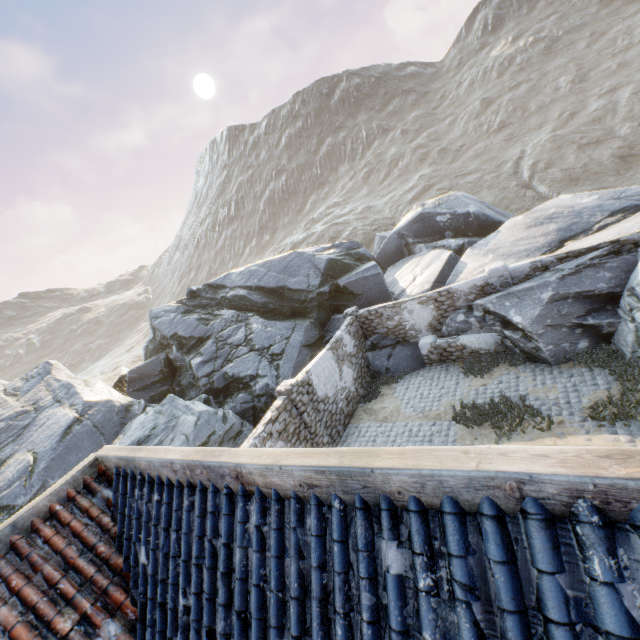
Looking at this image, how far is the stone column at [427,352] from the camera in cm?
1358

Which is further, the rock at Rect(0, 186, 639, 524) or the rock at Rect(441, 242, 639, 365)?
the rock at Rect(0, 186, 639, 524)

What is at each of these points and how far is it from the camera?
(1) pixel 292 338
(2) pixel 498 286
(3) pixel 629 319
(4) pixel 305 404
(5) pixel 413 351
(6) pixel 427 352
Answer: (1) rock, 15.5 meters
(2) stone column, 12.3 meters
(3) rock, 9.6 meters
(4) stone column, 10.8 meters
(5) rock, 14.6 meters
(6) stone column, 13.8 meters

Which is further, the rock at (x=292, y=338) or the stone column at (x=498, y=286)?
the rock at (x=292, y=338)

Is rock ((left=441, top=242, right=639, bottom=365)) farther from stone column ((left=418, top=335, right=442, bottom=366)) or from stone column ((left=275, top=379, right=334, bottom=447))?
stone column ((left=275, top=379, right=334, bottom=447))

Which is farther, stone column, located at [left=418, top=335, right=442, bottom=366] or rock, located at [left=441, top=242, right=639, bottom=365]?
stone column, located at [left=418, top=335, right=442, bottom=366]

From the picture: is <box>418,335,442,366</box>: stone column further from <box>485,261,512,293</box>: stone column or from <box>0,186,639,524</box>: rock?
<box>485,261,512,293</box>: stone column

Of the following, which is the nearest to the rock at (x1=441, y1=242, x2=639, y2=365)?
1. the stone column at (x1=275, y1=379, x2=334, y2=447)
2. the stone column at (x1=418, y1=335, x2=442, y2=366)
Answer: the stone column at (x1=418, y1=335, x2=442, y2=366)
